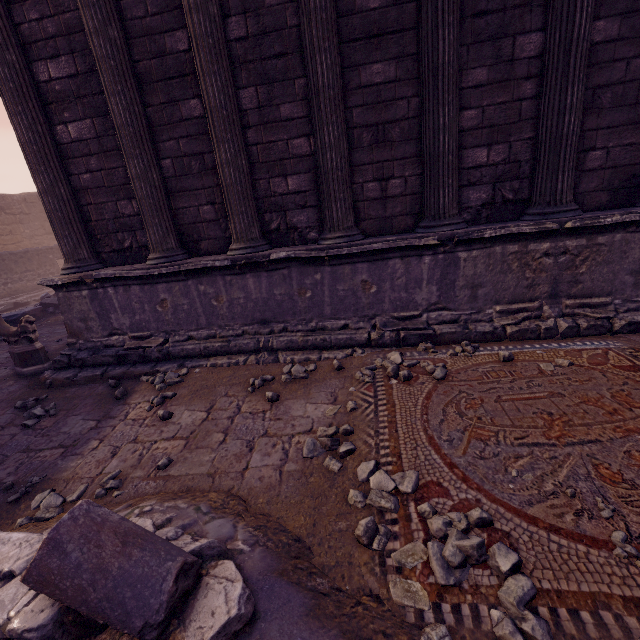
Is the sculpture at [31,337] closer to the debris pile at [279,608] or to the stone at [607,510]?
the debris pile at [279,608]

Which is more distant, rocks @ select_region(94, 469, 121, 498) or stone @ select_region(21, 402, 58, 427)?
stone @ select_region(21, 402, 58, 427)

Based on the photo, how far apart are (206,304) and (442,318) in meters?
3.6

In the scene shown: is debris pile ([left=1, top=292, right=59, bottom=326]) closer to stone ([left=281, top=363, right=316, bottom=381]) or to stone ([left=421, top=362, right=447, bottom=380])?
stone ([left=281, top=363, right=316, bottom=381])

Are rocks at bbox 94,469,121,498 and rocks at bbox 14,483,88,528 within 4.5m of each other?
yes

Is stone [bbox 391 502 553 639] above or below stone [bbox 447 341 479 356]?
below

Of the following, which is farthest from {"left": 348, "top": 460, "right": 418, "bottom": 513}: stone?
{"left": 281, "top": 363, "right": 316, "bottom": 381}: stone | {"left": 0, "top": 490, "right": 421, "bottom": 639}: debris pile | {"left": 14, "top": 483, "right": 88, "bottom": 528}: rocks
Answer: {"left": 14, "top": 483, "right": 88, "bottom": 528}: rocks

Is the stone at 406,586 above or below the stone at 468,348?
below
